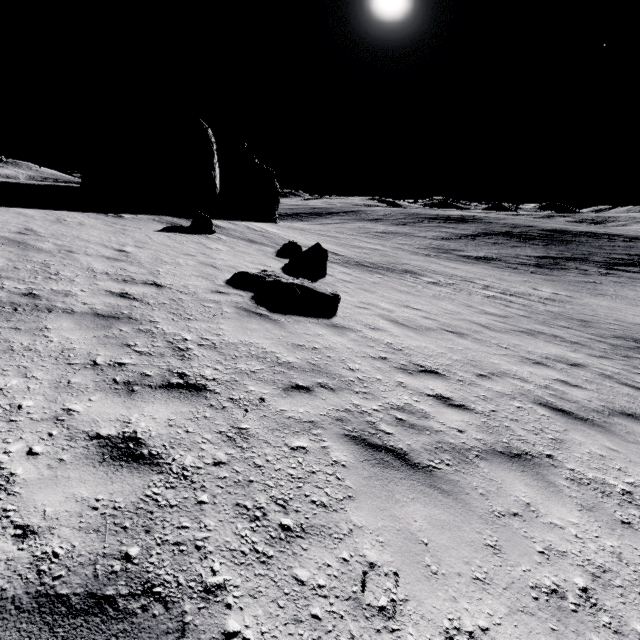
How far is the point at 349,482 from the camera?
2.8 meters

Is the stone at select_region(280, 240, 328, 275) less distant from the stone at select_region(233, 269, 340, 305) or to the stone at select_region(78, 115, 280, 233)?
the stone at select_region(233, 269, 340, 305)

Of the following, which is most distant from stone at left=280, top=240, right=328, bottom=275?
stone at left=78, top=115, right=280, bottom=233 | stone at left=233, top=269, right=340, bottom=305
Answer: stone at left=78, top=115, right=280, bottom=233

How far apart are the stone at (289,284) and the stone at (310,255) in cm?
364

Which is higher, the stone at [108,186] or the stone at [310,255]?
the stone at [108,186]

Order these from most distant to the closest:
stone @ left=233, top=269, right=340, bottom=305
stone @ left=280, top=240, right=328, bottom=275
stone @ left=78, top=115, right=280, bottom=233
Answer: stone @ left=78, top=115, right=280, bottom=233, stone @ left=280, top=240, right=328, bottom=275, stone @ left=233, top=269, right=340, bottom=305
